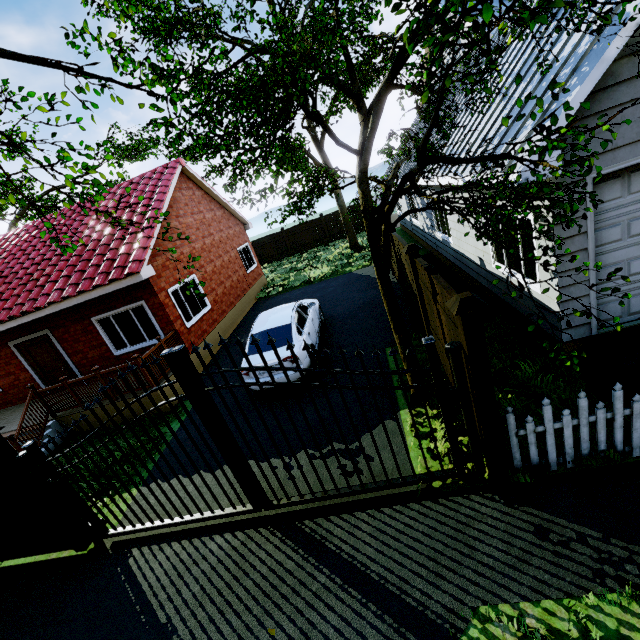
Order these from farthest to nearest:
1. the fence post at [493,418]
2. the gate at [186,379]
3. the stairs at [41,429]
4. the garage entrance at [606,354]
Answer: the stairs at [41,429]
the garage entrance at [606,354]
the gate at [186,379]
the fence post at [493,418]

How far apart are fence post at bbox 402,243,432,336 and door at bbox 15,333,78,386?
11.5 meters

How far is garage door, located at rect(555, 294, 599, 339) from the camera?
5.1m

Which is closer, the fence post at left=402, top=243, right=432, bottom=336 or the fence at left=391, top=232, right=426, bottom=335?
the fence post at left=402, top=243, right=432, bottom=336

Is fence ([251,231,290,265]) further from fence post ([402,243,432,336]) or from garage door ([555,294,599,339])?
garage door ([555,294,599,339])

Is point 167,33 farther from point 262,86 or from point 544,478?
point 544,478

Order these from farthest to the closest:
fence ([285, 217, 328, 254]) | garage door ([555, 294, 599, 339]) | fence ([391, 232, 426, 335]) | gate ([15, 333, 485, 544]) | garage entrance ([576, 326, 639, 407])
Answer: fence ([285, 217, 328, 254]) → fence ([391, 232, 426, 335]) → garage door ([555, 294, 599, 339]) → garage entrance ([576, 326, 639, 407]) → gate ([15, 333, 485, 544])

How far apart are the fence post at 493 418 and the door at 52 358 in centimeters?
1248cm
